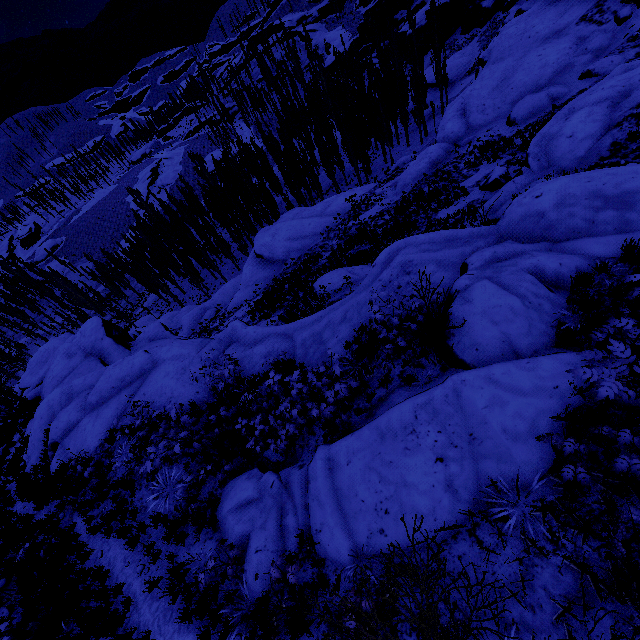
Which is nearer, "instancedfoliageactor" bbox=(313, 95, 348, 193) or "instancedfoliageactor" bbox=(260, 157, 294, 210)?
"instancedfoliageactor" bbox=(313, 95, 348, 193)

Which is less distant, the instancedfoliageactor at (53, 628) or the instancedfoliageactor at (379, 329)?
the instancedfoliageactor at (379, 329)

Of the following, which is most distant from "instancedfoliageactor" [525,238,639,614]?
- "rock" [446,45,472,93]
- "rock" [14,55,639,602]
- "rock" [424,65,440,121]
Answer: "rock" [446,45,472,93]

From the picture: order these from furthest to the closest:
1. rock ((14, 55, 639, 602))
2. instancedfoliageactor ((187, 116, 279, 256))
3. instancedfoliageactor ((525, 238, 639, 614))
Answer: instancedfoliageactor ((187, 116, 279, 256)), rock ((14, 55, 639, 602)), instancedfoliageactor ((525, 238, 639, 614))

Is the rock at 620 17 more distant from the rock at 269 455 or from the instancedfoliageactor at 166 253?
the instancedfoliageactor at 166 253

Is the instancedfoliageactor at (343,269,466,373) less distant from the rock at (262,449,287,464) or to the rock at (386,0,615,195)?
the rock at (262,449,287,464)

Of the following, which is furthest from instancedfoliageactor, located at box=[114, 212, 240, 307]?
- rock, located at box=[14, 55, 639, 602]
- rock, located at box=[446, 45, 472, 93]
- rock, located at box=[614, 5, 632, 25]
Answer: rock, located at box=[614, 5, 632, 25]

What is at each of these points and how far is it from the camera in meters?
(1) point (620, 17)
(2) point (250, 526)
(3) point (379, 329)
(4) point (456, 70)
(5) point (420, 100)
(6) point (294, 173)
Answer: (1) rock, 19.3
(2) rock, 6.7
(3) instancedfoliageactor, 7.1
(4) rock, 47.8
(5) instancedfoliageactor, 36.8
(6) instancedfoliageactor, 56.7
